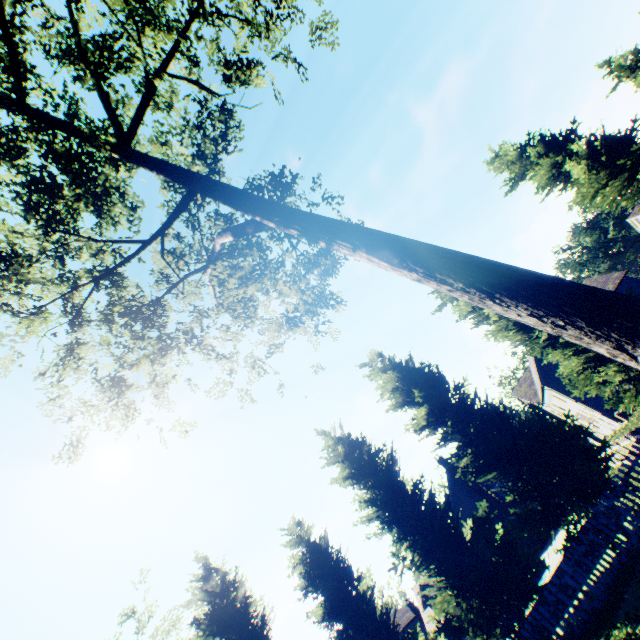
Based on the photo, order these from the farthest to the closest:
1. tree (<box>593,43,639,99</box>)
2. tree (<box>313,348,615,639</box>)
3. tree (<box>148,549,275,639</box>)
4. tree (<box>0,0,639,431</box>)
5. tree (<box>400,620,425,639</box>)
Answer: tree (<box>593,43,639,99</box>), tree (<box>148,549,275,639</box>), tree (<box>400,620,425,639</box>), tree (<box>313,348,615,639</box>), tree (<box>0,0,639,431</box>)

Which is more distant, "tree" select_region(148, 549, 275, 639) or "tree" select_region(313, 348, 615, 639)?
"tree" select_region(148, 549, 275, 639)

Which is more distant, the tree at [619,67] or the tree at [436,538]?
the tree at [619,67]

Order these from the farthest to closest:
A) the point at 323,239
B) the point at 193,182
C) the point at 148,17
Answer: the point at 148,17 < the point at 193,182 < the point at 323,239
